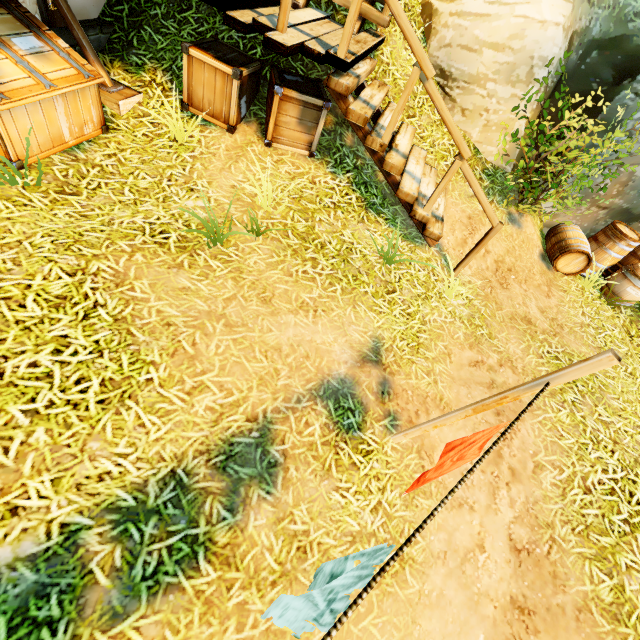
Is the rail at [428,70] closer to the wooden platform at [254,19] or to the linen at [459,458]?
the wooden platform at [254,19]

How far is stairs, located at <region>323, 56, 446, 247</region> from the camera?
4.15m

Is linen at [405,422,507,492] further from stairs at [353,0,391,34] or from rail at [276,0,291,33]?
stairs at [353,0,391,34]

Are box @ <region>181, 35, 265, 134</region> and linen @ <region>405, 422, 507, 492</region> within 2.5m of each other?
no

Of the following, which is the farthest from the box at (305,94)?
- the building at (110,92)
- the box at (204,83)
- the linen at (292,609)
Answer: the linen at (292,609)

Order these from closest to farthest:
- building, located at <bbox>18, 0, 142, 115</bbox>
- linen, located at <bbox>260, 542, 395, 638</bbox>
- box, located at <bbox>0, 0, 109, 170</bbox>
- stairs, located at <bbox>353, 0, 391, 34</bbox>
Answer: linen, located at <bbox>260, 542, 395, 638</bbox> < box, located at <bbox>0, 0, 109, 170</bbox> < building, located at <bbox>18, 0, 142, 115</bbox> < stairs, located at <bbox>353, 0, 391, 34</bbox>

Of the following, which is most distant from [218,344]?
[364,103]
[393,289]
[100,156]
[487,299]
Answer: [487,299]

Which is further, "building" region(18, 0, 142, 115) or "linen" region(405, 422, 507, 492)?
"building" region(18, 0, 142, 115)
